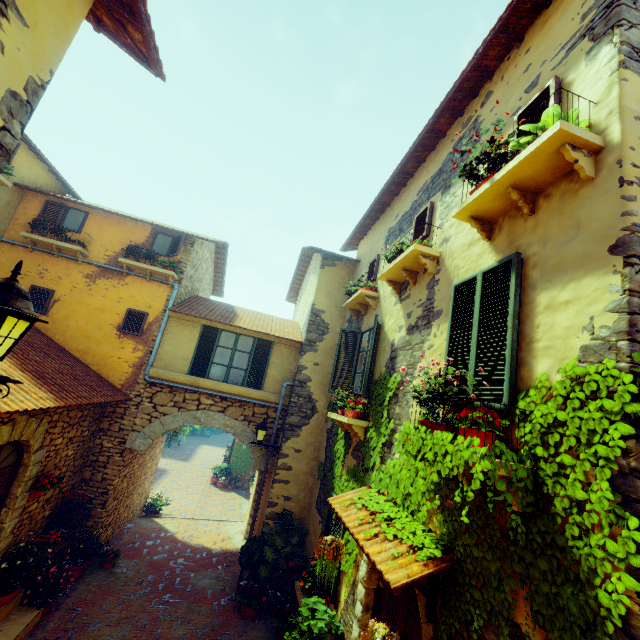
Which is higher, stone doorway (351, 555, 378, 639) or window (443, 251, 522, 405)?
window (443, 251, 522, 405)

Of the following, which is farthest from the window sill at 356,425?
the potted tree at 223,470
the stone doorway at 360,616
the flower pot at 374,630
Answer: the potted tree at 223,470

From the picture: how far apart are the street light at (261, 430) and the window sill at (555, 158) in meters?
7.2 m

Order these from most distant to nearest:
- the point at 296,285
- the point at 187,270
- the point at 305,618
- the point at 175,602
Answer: the point at 296,285 < the point at 187,270 < the point at 175,602 < the point at 305,618

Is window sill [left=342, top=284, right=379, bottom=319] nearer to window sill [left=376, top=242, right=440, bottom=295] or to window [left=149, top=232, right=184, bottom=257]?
window [left=149, top=232, right=184, bottom=257]

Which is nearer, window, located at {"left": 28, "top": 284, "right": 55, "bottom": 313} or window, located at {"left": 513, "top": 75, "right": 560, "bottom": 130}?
window, located at {"left": 513, "top": 75, "right": 560, "bottom": 130}

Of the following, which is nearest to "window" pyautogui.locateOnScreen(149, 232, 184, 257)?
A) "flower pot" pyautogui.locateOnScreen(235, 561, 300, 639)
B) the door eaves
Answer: the door eaves

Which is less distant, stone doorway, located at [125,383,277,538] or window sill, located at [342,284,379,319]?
window sill, located at [342,284,379,319]
